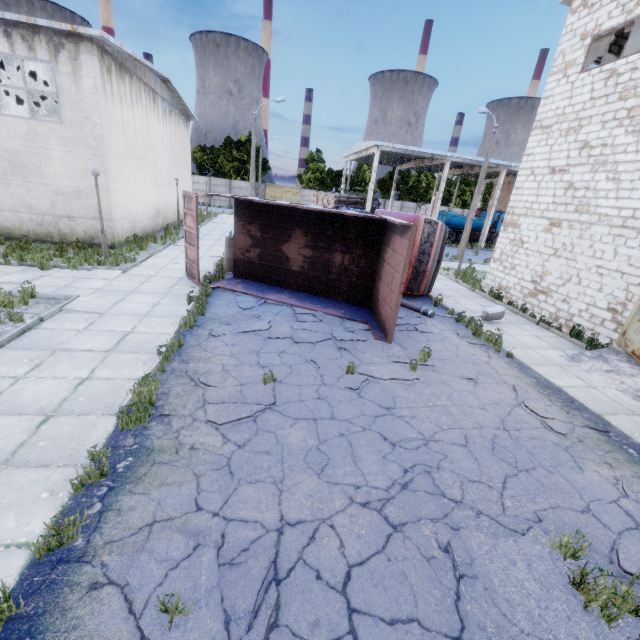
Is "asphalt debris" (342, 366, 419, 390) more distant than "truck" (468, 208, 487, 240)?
No

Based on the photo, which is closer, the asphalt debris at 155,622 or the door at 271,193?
the asphalt debris at 155,622

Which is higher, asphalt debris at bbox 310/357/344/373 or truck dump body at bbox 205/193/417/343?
truck dump body at bbox 205/193/417/343

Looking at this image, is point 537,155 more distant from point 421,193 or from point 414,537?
point 421,193

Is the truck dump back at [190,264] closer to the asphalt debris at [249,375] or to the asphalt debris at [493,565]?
the asphalt debris at [249,375]

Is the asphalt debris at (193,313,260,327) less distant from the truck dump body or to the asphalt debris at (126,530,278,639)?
the truck dump body

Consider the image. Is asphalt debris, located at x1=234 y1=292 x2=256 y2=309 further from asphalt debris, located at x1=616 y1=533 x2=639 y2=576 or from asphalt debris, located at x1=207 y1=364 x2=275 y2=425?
asphalt debris, located at x1=616 y1=533 x2=639 y2=576

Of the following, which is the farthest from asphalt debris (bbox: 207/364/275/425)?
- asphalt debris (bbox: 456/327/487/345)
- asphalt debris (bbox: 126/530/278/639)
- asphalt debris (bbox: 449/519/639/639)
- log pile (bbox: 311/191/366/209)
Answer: log pile (bbox: 311/191/366/209)
